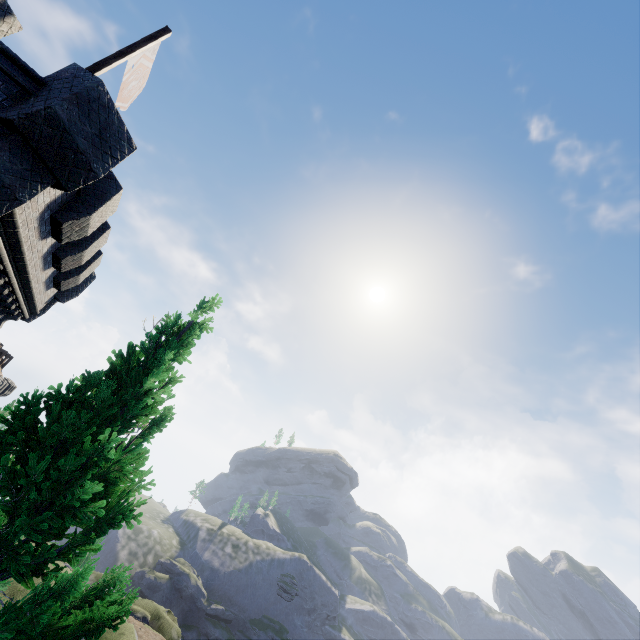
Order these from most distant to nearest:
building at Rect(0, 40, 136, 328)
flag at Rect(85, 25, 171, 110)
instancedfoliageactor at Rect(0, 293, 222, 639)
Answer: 1. flag at Rect(85, 25, 171, 110)
2. building at Rect(0, 40, 136, 328)
3. instancedfoliageactor at Rect(0, 293, 222, 639)

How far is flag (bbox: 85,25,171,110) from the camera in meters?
7.8 m

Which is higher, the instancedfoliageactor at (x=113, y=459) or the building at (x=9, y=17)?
the building at (x=9, y=17)

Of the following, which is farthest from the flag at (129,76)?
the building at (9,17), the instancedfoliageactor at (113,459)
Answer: the instancedfoliageactor at (113,459)

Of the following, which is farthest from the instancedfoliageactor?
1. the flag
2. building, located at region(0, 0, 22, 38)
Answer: the flag

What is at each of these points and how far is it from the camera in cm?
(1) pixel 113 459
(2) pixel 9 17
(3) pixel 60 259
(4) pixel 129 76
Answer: (1) instancedfoliageactor, 408
(2) building, 607
(3) building, 959
(4) flag, 930

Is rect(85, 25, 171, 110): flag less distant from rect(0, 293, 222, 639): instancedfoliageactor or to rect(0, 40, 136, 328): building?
rect(0, 40, 136, 328): building
